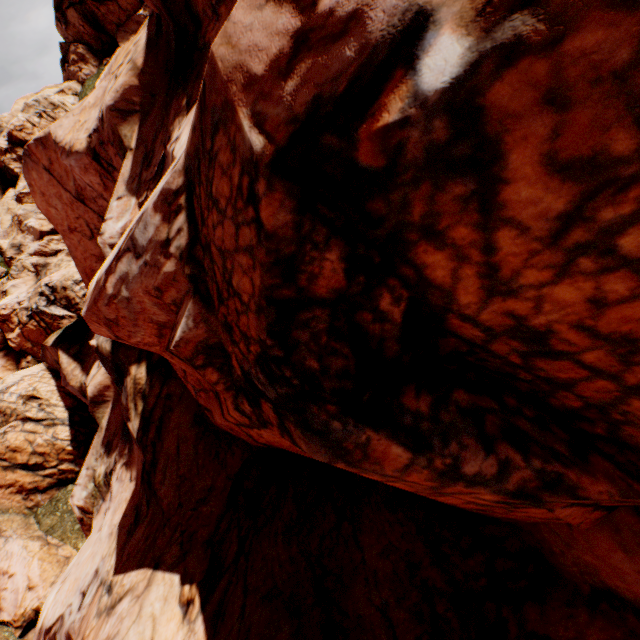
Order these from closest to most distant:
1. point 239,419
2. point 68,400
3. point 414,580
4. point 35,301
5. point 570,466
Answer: point 570,466 < point 414,580 < point 239,419 < point 68,400 < point 35,301
